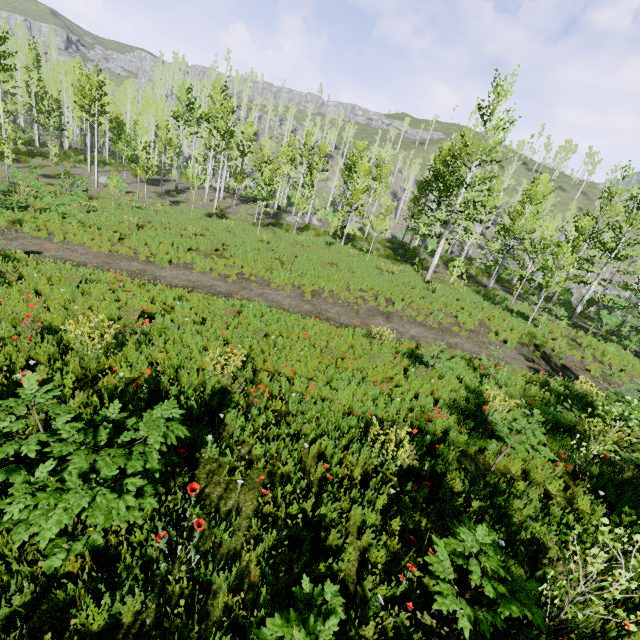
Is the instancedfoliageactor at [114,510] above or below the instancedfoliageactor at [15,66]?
below

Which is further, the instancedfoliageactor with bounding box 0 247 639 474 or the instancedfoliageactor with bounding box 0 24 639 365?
the instancedfoliageactor with bounding box 0 24 639 365

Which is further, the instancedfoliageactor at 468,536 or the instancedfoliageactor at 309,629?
the instancedfoliageactor at 468,536

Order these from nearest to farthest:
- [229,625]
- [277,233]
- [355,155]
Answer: [229,625]
[277,233]
[355,155]

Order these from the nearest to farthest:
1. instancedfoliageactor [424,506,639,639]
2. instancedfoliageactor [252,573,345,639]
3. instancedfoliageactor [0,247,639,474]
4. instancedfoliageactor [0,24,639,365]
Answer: instancedfoliageactor [252,573,345,639], instancedfoliageactor [424,506,639,639], instancedfoliageactor [0,247,639,474], instancedfoliageactor [0,24,639,365]
